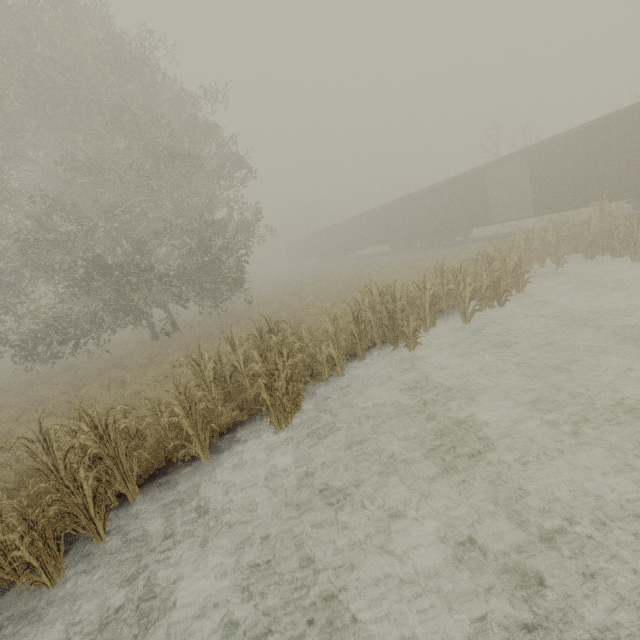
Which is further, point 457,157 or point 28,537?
point 457,157

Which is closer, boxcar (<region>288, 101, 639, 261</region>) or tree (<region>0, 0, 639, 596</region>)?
tree (<region>0, 0, 639, 596</region>)

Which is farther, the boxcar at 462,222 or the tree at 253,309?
the boxcar at 462,222
